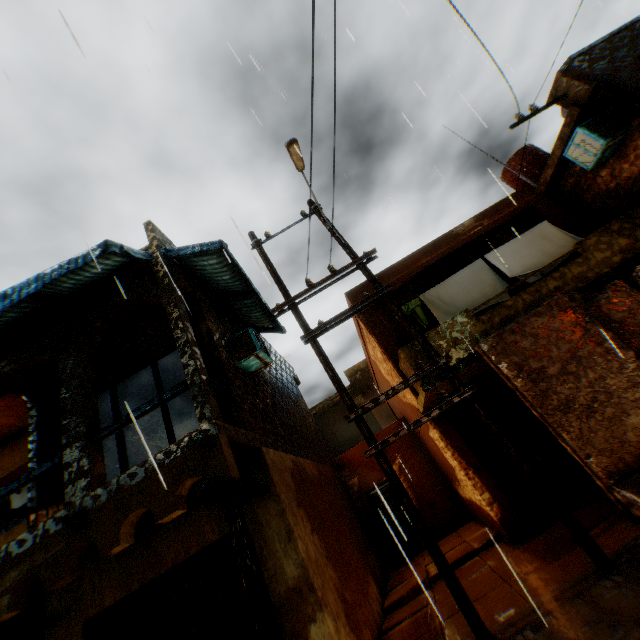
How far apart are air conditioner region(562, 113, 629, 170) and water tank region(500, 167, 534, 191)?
0.8m

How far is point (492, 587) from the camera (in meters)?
5.61

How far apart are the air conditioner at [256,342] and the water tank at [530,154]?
0.8 meters

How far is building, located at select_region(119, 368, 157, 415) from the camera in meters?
10.5

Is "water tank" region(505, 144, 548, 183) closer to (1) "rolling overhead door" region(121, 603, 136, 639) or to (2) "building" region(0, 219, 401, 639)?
(2) "building" region(0, 219, 401, 639)

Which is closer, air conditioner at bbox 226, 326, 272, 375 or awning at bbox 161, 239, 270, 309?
awning at bbox 161, 239, 270, 309

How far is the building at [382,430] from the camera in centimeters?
893cm
